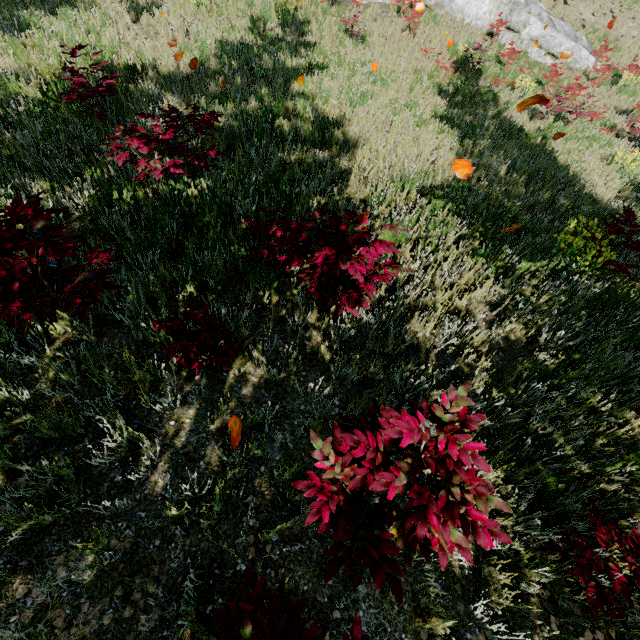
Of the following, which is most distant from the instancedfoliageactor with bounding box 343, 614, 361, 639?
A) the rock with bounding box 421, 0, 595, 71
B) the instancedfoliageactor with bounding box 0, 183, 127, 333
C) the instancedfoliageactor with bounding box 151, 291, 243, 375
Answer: the rock with bounding box 421, 0, 595, 71

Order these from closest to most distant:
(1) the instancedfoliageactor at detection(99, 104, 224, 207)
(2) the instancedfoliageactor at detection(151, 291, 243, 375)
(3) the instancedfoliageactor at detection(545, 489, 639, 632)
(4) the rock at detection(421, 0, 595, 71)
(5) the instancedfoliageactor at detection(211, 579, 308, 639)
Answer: (5) the instancedfoliageactor at detection(211, 579, 308, 639) → (3) the instancedfoliageactor at detection(545, 489, 639, 632) → (2) the instancedfoliageactor at detection(151, 291, 243, 375) → (1) the instancedfoliageactor at detection(99, 104, 224, 207) → (4) the rock at detection(421, 0, 595, 71)

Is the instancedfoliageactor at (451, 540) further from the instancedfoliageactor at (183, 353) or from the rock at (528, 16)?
the rock at (528, 16)

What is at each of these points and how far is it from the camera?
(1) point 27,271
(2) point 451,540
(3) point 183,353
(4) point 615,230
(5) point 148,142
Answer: (1) instancedfoliageactor, 2.35m
(2) instancedfoliageactor, 1.65m
(3) instancedfoliageactor, 2.53m
(4) instancedfoliageactor, 4.62m
(5) instancedfoliageactor, 3.62m

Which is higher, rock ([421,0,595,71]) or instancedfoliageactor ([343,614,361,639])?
instancedfoliageactor ([343,614,361,639])

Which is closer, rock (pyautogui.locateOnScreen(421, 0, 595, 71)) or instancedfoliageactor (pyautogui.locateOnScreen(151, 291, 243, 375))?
instancedfoliageactor (pyautogui.locateOnScreen(151, 291, 243, 375))

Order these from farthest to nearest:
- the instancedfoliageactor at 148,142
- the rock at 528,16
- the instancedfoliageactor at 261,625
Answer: the rock at 528,16, the instancedfoliageactor at 148,142, the instancedfoliageactor at 261,625

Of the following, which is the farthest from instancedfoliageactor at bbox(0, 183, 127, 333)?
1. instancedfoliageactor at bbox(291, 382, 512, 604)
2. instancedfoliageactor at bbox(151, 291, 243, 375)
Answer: instancedfoliageactor at bbox(291, 382, 512, 604)
